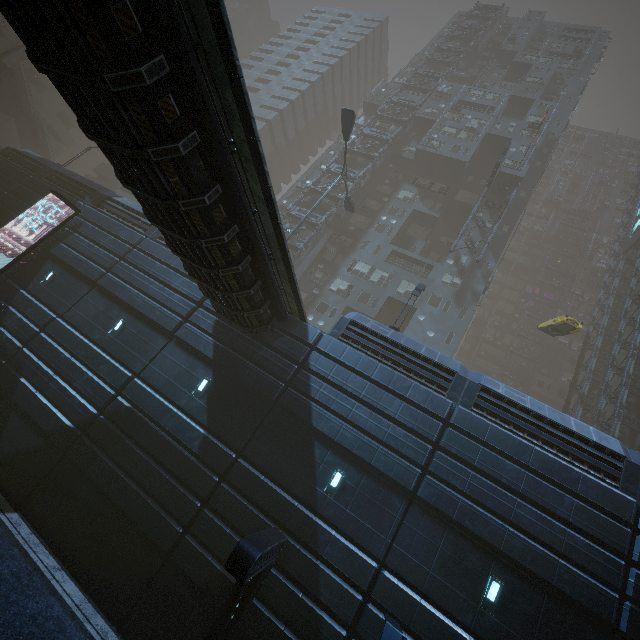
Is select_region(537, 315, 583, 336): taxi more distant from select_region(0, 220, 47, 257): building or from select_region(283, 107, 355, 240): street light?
select_region(283, 107, 355, 240): street light

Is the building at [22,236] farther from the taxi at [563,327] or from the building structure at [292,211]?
the taxi at [563,327]

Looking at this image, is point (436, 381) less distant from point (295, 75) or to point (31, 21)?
point (31, 21)

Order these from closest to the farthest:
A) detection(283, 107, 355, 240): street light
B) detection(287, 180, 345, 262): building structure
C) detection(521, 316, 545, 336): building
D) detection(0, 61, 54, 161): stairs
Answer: detection(283, 107, 355, 240): street light < detection(287, 180, 345, 262): building structure < detection(0, 61, 54, 161): stairs < detection(521, 316, 545, 336): building

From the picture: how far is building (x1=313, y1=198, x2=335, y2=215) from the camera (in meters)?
36.06

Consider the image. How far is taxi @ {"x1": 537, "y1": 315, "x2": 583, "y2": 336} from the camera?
25.8m

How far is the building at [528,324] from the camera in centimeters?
5425cm

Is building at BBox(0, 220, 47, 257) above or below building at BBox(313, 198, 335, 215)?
below
